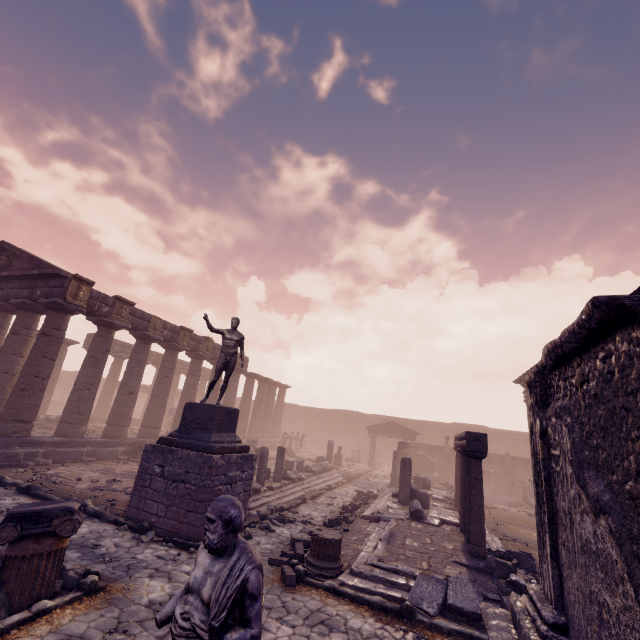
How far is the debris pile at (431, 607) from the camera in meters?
5.8

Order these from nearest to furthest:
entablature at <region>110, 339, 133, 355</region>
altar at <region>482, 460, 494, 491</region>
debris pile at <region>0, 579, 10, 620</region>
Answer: debris pile at <region>0, 579, 10, 620</region>, altar at <region>482, 460, 494, 491</region>, entablature at <region>110, 339, 133, 355</region>

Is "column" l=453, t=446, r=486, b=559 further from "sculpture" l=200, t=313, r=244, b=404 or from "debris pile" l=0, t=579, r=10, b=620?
"debris pile" l=0, t=579, r=10, b=620

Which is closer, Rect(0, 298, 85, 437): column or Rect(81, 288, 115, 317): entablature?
Rect(0, 298, 85, 437): column

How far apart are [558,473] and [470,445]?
7.10m

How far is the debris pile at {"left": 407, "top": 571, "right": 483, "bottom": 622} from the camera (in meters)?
5.83

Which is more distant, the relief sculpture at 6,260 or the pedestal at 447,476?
the pedestal at 447,476

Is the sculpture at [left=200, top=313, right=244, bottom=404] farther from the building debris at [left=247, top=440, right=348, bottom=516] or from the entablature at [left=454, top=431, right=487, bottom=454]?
the entablature at [left=454, top=431, right=487, bottom=454]
